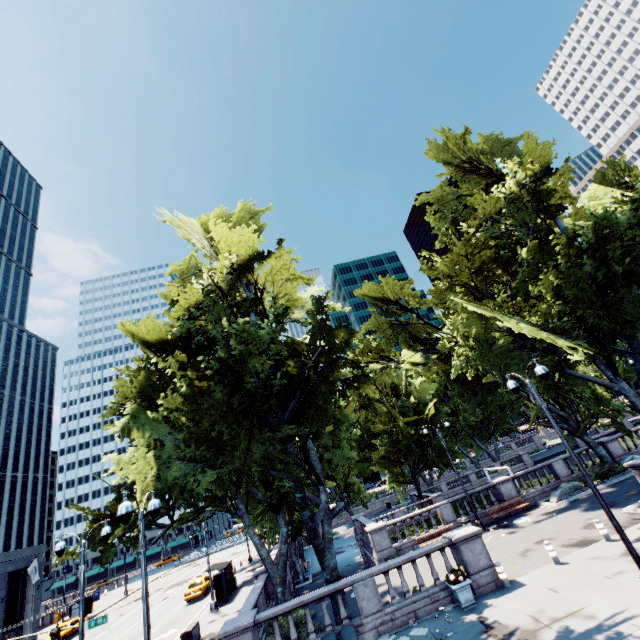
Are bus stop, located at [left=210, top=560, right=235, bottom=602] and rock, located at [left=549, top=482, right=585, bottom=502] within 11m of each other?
no

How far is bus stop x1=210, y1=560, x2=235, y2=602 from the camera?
25.83m

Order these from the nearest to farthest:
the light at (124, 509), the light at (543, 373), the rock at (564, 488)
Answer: the light at (124, 509) < the light at (543, 373) < the rock at (564, 488)

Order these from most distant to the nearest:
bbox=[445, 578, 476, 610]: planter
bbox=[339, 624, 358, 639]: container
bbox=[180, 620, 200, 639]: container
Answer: bbox=[180, 620, 200, 639]: container < bbox=[445, 578, 476, 610]: planter < bbox=[339, 624, 358, 639]: container

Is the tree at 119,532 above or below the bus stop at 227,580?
above

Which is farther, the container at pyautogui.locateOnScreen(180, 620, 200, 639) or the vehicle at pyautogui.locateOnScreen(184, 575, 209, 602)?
the vehicle at pyautogui.locateOnScreen(184, 575, 209, 602)

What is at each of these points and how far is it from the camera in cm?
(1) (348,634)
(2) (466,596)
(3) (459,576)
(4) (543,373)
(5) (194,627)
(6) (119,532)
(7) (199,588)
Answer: (1) container, 1178
(2) planter, 1274
(3) plant, 1291
(4) light, 1152
(5) container, 1922
(6) tree, 1549
(7) vehicle, 3061

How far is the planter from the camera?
12.62m
